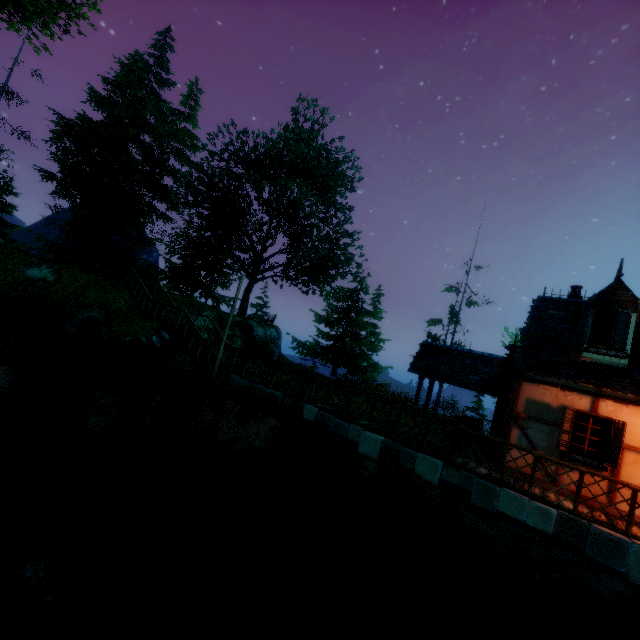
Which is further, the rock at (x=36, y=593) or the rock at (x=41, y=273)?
the rock at (x=41, y=273)

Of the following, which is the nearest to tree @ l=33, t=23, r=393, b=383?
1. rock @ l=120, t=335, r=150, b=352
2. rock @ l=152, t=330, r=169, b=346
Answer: rock @ l=120, t=335, r=150, b=352

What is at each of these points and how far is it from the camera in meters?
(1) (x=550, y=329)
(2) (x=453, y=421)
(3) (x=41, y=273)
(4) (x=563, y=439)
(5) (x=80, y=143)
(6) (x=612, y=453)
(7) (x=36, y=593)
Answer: (1) building, 10.8 m
(2) fence, 10.8 m
(3) rock, 18.5 m
(4) window shutters, 8.4 m
(5) tree, 22.2 m
(6) window shutters, 7.9 m
(7) rock, 6.1 m

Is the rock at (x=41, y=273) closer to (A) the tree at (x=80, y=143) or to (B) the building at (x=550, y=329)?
(A) the tree at (x=80, y=143)

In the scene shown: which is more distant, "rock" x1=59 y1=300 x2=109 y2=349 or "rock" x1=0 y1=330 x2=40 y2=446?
"rock" x1=59 y1=300 x2=109 y2=349

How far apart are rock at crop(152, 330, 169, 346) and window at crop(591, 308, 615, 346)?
17.21m

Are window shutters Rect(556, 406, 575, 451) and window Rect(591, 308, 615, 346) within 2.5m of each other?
yes

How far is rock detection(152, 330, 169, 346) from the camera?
16.34m
